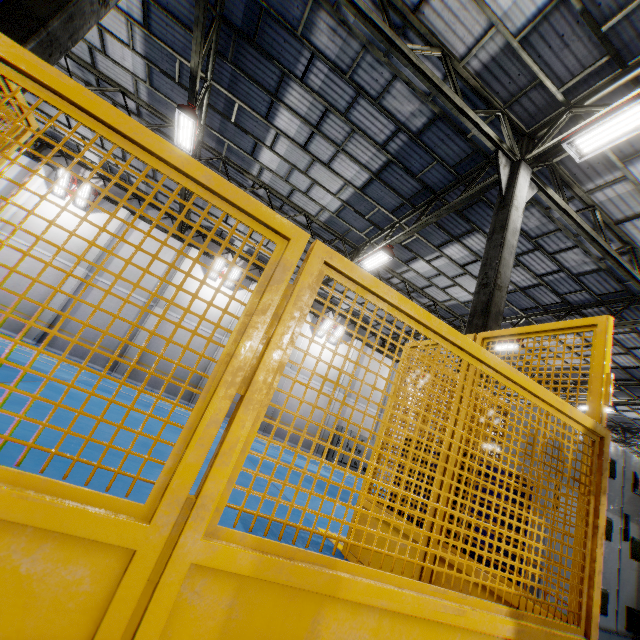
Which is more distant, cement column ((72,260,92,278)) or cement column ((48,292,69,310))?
cement column ((72,260,92,278))

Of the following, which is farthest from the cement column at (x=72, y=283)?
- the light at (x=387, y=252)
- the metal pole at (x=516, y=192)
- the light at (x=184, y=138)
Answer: the metal pole at (x=516, y=192)

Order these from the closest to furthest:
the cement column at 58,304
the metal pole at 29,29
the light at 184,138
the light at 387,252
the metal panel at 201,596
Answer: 1. the metal panel at 201,596
2. the metal pole at 29,29
3. the light at 184,138
4. the light at 387,252
5. the cement column at 58,304

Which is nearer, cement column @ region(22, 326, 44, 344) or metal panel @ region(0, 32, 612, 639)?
metal panel @ region(0, 32, 612, 639)

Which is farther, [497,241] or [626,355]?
[626,355]

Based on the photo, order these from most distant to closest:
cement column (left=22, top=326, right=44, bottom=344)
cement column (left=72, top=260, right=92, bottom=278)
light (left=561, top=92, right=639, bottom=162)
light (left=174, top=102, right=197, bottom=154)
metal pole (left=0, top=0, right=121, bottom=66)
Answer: cement column (left=72, top=260, right=92, bottom=278) → cement column (left=22, top=326, right=44, bottom=344) → light (left=174, top=102, right=197, bottom=154) → light (left=561, top=92, right=639, bottom=162) → metal pole (left=0, top=0, right=121, bottom=66)

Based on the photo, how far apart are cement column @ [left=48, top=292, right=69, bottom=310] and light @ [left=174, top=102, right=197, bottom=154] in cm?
879

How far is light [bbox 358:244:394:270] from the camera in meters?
11.6
